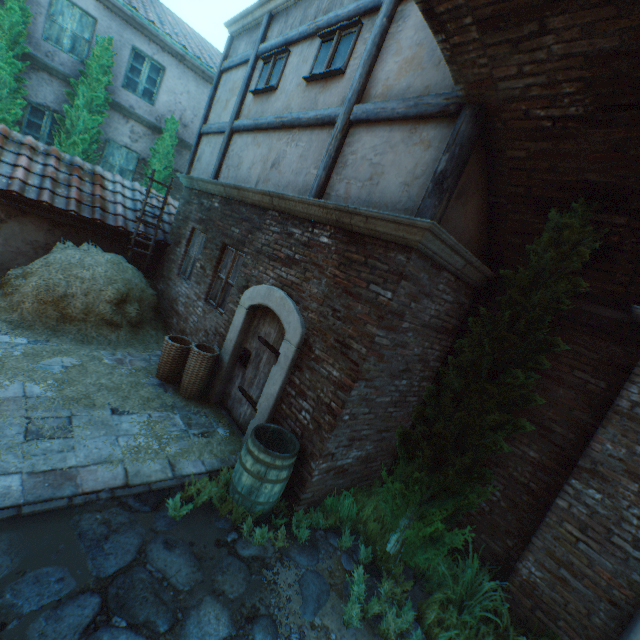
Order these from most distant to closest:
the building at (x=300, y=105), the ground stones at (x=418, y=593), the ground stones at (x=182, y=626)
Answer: the building at (x=300, y=105) < the ground stones at (x=418, y=593) < the ground stones at (x=182, y=626)

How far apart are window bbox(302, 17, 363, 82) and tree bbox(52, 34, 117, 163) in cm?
765

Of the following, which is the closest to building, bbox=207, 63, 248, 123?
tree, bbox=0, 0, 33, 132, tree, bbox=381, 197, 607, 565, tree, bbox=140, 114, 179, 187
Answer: tree, bbox=381, 197, 607, 565

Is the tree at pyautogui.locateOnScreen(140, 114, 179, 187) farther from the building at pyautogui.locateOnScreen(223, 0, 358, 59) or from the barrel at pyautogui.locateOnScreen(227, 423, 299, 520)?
the barrel at pyautogui.locateOnScreen(227, 423, 299, 520)

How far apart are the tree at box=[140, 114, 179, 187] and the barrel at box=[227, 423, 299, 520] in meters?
10.5

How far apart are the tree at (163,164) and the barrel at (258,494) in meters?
10.5 m

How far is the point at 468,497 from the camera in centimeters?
354cm

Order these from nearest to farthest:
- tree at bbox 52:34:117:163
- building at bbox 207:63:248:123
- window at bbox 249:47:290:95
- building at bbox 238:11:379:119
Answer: building at bbox 238:11:379:119, window at bbox 249:47:290:95, building at bbox 207:63:248:123, tree at bbox 52:34:117:163
